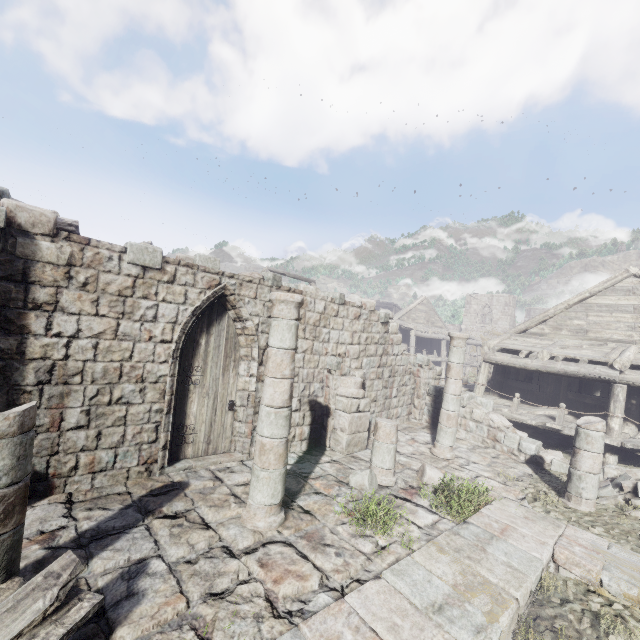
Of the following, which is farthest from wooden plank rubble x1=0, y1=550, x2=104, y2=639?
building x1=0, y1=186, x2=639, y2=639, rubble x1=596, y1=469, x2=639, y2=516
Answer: rubble x1=596, y1=469, x2=639, y2=516

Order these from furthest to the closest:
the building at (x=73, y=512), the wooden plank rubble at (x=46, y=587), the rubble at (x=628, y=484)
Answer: the rubble at (x=628, y=484)
the building at (x=73, y=512)
the wooden plank rubble at (x=46, y=587)

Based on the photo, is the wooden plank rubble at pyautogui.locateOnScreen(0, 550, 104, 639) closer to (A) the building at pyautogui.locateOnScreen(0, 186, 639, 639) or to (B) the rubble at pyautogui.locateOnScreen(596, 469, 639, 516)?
(A) the building at pyautogui.locateOnScreen(0, 186, 639, 639)

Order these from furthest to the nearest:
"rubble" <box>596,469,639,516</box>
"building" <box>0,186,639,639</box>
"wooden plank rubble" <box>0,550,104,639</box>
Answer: "rubble" <box>596,469,639,516</box>, "building" <box>0,186,639,639</box>, "wooden plank rubble" <box>0,550,104,639</box>

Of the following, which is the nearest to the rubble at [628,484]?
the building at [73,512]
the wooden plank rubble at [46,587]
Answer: the building at [73,512]

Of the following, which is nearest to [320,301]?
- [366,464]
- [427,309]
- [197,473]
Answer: [366,464]

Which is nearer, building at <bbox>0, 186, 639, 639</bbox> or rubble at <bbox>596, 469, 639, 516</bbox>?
building at <bbox>0, 186, 639, 639</bbox>
